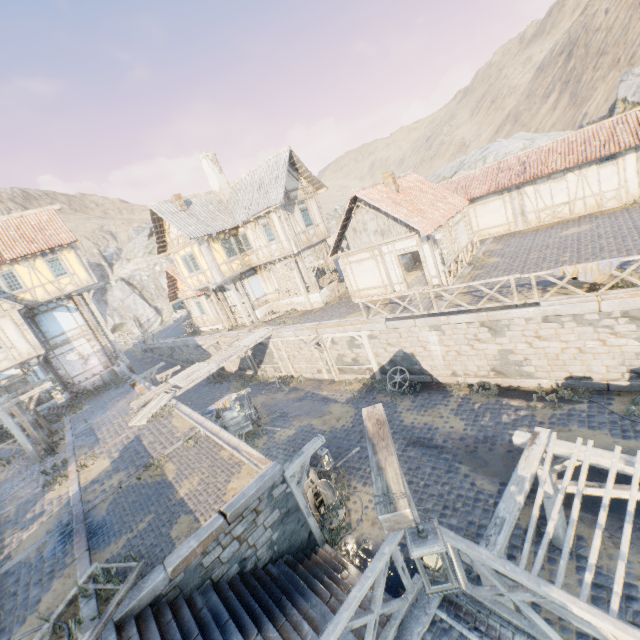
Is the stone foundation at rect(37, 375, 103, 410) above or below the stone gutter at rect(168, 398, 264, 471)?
above

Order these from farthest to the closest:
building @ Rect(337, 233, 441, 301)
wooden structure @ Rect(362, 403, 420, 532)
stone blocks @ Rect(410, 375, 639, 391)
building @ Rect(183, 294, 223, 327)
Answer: building @ Rect(183, 294, 223, 327), building @ Rect(337, 233, 441, 301), stone blocks @ Rect(410, 375, 639, 391), wooden structure @ Rect(362, 403, 420, 532)

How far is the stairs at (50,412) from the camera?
19.5m

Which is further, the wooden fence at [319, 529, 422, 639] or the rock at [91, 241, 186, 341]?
the rock at [91, 241, 186, 341]

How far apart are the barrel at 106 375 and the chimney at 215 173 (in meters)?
14.36

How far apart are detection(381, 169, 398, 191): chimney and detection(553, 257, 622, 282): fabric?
9.4 meters

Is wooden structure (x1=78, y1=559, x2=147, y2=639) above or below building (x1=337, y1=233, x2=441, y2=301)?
below

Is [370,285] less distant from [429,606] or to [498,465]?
[498,465]
